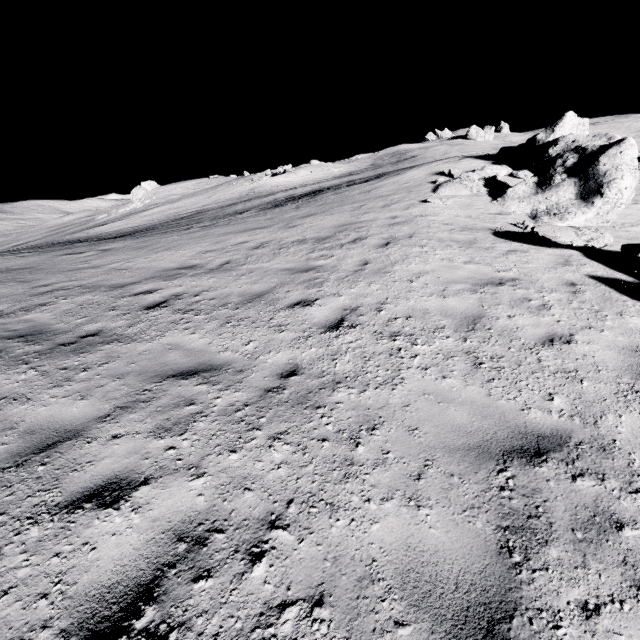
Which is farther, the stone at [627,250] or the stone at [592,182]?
the stone at [592,182]

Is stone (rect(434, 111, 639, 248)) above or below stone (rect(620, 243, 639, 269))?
above

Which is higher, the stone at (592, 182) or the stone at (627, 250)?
the stone at (592, 182)

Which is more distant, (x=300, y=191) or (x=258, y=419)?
(x=300, y=191)

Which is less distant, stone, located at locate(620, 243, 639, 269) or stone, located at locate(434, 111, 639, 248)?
stone, located at locate(620, 243, 639, 269)
